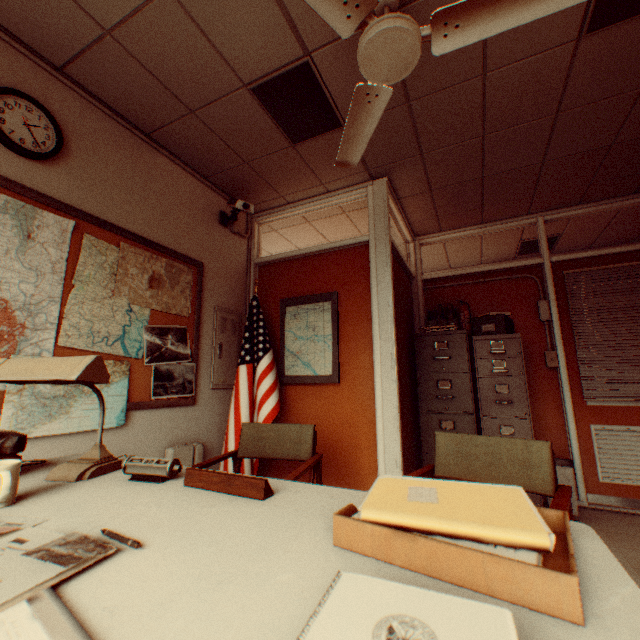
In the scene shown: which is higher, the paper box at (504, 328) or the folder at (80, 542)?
the paper box at (504, 328)

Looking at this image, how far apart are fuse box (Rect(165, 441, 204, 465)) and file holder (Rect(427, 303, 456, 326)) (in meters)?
3.13

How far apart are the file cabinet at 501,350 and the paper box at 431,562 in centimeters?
305cm

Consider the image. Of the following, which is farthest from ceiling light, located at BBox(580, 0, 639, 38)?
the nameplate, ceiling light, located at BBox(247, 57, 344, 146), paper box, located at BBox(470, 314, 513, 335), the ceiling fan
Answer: the nameplate

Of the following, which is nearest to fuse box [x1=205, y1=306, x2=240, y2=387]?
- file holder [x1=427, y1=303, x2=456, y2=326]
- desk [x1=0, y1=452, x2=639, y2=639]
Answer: desk [x1=0, y1=452, x2=639, y2=639]

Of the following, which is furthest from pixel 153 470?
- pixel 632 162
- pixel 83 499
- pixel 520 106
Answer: pixel 632 162

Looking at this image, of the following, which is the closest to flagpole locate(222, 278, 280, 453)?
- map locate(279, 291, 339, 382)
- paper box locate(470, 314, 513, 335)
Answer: map locate(279, 291, 339, 382)

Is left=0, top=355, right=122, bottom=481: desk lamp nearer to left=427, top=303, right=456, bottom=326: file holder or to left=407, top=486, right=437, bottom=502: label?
left=407, top=486, right=437, bottom=502: label
